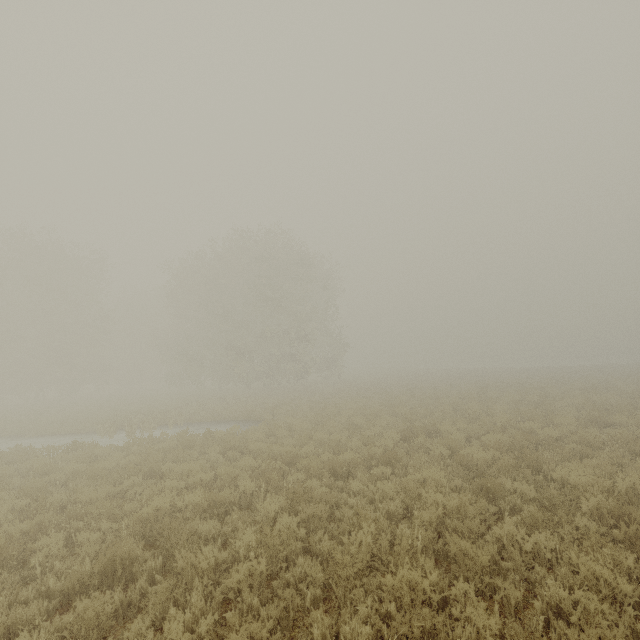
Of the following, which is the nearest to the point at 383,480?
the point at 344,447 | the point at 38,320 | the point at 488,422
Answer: the point at 344,447
